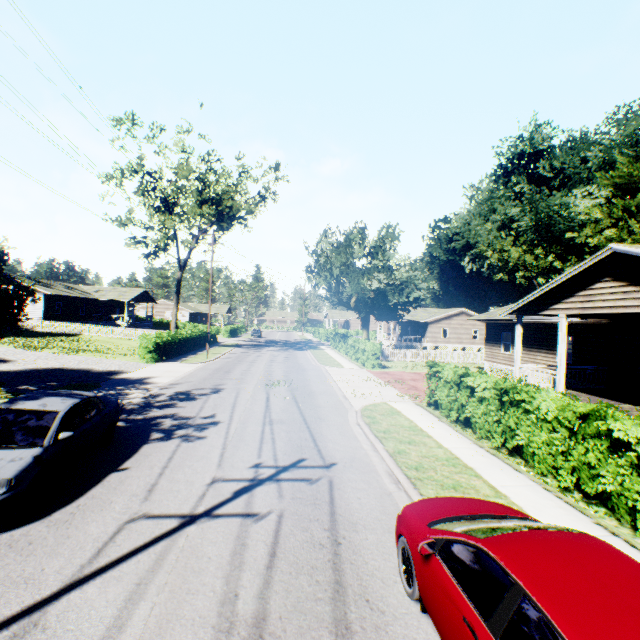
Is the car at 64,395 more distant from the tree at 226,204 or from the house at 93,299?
the house at 93,299

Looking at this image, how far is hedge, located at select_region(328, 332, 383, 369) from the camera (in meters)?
25.81

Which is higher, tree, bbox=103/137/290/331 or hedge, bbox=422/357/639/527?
tree, bbox=103/137/290/331

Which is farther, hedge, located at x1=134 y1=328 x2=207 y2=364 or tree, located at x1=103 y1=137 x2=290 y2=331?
tree, located at x1=103 y1=137 x2=290 y2=331

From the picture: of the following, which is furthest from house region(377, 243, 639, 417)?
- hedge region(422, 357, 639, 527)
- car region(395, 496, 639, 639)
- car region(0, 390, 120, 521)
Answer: car region(0, 390, 120, 521)

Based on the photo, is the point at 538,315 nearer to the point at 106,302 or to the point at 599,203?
the point at 599,203

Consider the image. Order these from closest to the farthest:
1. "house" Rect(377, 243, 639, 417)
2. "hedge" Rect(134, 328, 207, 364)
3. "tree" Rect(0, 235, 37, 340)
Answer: "house" Rect(377, 243, 639, 417) → "tree" Rect(0, 235, 37, 340) → "hedge" Rect(134, 328, 207, 364)

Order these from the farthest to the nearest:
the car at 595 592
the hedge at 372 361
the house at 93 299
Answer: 1. the house at 93 299
2. the hedge at 372 361
3. the car at 595 592
